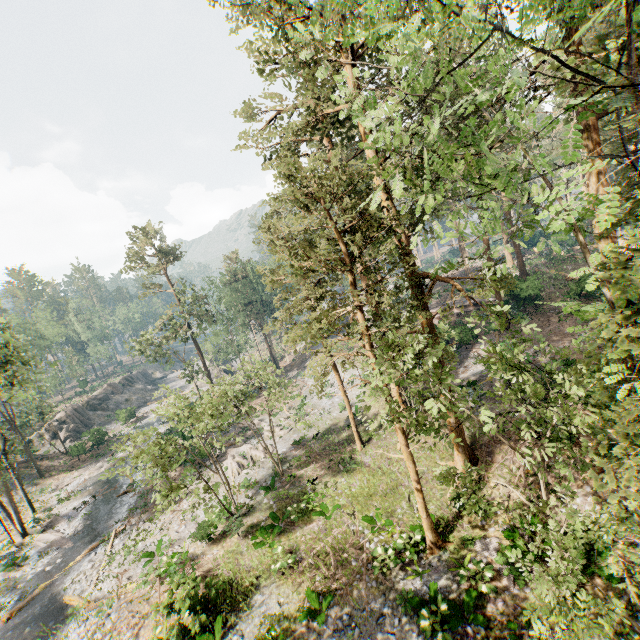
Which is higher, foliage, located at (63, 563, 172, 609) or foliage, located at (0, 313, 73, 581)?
foliage, located at (63, 563, 172, 609)

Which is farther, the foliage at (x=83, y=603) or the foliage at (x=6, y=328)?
the foliage at (x=6, y=328)

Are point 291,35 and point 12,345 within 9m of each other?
no

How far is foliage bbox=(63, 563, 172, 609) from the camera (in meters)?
16.95

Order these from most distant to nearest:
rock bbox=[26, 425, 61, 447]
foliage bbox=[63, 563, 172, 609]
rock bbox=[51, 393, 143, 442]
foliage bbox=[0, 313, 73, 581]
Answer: rock bbox=[51, 393, 143, 442] < rock bbox=[26, 425, 61, 447] < foliage bbox=[0, 313, 73, 581] < foliage bbox=[63, 563, 172, 609]

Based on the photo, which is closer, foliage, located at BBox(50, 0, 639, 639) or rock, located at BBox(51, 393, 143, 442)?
foliage, located at BBox(50, 0, 639, 639)

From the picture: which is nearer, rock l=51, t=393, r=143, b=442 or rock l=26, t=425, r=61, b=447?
rock l=26, t=425, r=61, b=447

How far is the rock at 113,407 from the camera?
46.1 meters
